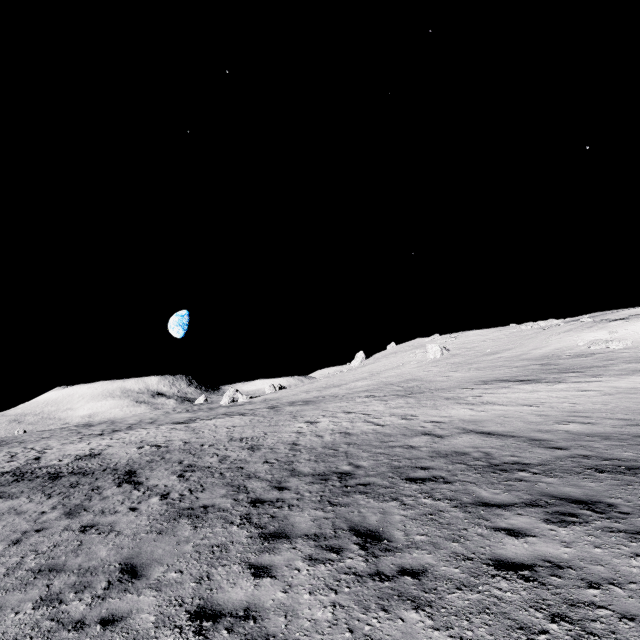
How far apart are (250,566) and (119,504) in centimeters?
653cm

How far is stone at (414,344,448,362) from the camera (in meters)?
48.81

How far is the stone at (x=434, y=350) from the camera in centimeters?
4881cm
